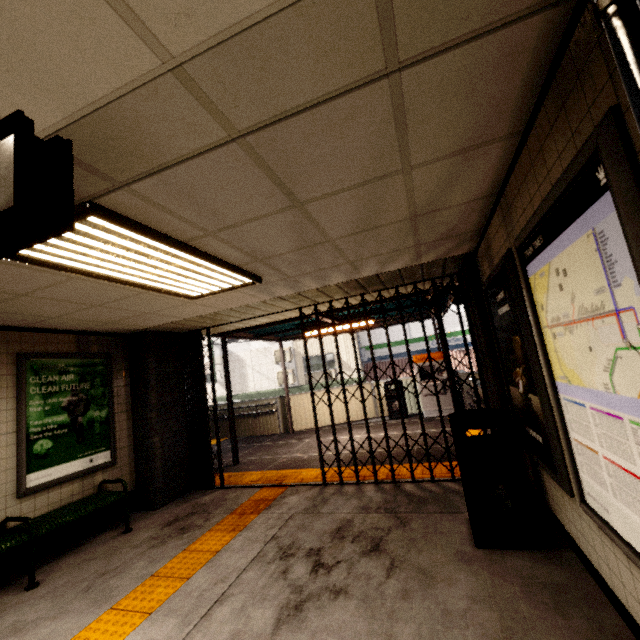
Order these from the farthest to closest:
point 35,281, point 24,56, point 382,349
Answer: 1. point 382,349
2. point 35,281
3. point 24,56

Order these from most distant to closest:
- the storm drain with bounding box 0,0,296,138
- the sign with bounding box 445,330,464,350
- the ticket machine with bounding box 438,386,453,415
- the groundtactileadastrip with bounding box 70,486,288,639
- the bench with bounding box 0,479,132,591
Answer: the sign with bounding box 445,330,464,350
the ticket machine with bounding box 438,386,453,415
the bench with bounding box 0,479,132,591
the groundtactileadastrip with bounding box 70,486,288,639
the storm drain with bounding box 0,0,296,138

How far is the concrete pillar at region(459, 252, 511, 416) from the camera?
3.7 meters

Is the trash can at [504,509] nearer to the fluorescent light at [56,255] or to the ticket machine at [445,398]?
the fluorescent light at [56,255]

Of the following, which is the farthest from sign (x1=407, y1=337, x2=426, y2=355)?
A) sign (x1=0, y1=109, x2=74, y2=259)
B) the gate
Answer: sign (x1=0, y1=109, x2=74, y2=259)

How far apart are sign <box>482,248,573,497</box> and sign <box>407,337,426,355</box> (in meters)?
15.34

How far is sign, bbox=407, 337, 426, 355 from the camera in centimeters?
1841cm

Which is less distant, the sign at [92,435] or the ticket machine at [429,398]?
the sign at [92,435]
